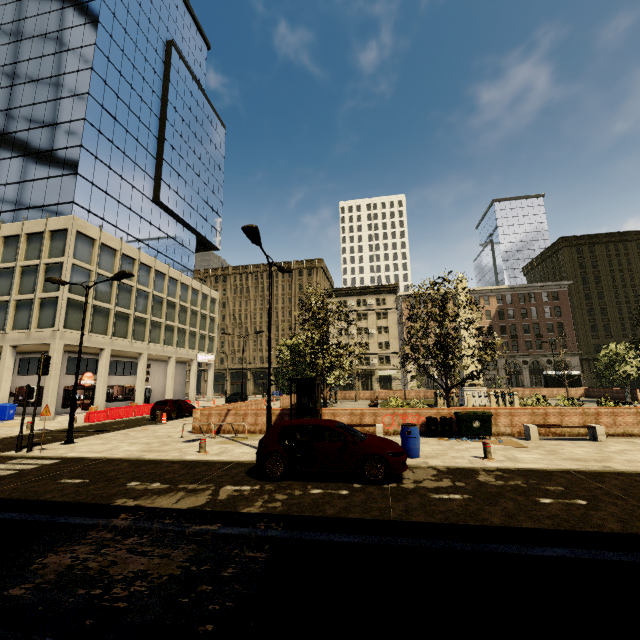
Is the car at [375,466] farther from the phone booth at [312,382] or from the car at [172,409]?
the car at [172,409]

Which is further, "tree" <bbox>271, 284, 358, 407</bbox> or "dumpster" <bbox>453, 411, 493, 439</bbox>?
"tree" <bbox>271, 284, 358, 407</bbox>

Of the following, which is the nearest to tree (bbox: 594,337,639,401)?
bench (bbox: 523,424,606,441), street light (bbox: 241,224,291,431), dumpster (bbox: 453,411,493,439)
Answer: dumpster (bbox: 453,411,493,439)

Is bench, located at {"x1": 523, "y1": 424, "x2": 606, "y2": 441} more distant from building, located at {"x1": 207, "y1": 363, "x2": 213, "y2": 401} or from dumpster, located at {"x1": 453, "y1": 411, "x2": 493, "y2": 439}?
building, located at {"x1": 207, "y1": 363, "x2": 213, "y2": 401}

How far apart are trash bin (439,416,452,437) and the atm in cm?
3480

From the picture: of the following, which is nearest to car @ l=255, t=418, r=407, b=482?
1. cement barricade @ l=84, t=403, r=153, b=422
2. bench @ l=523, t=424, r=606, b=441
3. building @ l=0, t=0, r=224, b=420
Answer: bench @ l=523, t=424, r=606, b=441

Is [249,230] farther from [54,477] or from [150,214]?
[150,214]

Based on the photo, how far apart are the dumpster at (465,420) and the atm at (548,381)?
34.0 meters
